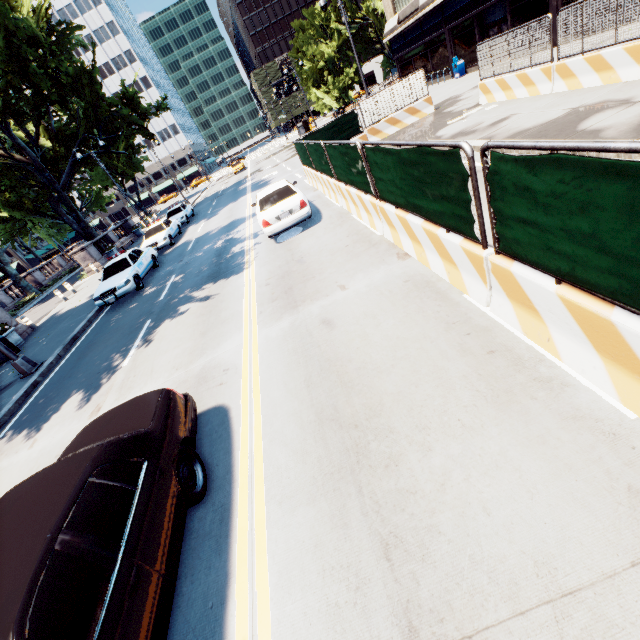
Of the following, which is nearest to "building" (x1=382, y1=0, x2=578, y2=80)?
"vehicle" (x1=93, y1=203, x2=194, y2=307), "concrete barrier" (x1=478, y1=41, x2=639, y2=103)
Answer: "concrete barrier" (x1=478, y1=41, x2=639, y2=103)

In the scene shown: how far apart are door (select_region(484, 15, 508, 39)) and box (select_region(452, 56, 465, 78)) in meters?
1.9 m

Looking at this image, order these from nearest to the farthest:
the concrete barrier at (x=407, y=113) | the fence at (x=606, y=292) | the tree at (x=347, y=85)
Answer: the fence at (x=606, y=292), the concrete barrier at (x=407, y=113), the tree at (x=347, y=85)

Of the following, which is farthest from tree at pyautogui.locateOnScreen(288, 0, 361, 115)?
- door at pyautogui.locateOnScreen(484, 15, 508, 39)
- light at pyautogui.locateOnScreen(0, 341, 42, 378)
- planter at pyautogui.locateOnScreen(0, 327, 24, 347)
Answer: door at pyautogui.locateOnScreen(484, 15, 508, 39)

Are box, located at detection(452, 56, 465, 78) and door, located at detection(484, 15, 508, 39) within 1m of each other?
no

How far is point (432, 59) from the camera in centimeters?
2792cm

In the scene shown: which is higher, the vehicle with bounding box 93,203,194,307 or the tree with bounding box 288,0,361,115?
the tree with bounding box 288,0,361,115

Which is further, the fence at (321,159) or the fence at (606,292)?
the fence at (321,159)
